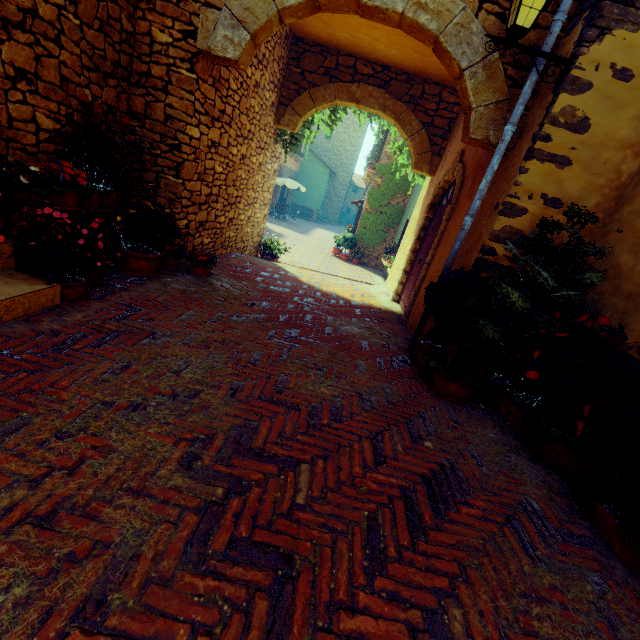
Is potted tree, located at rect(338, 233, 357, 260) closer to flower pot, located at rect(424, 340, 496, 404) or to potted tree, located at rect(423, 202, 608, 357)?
potted tree, located at rect(423, 202, 608, 357)

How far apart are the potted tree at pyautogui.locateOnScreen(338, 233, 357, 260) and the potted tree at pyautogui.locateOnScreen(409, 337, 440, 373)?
11.39m

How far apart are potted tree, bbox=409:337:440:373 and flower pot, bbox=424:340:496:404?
0.0m

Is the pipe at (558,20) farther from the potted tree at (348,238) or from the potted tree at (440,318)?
the potted tree at (348,238)

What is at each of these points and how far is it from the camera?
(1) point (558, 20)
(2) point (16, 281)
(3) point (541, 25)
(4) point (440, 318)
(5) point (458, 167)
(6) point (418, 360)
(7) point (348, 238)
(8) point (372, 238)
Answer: (1) pipe, 3.19m
(2) stair, 2.73m
(3) stone doorway, 3.51m
(4) potted tree, 3.76m
(5) stone doorway, 5.75m
(6) potted tree, 4.07m
(7) potted tree, 15.24m
(8) vines, 15.38m

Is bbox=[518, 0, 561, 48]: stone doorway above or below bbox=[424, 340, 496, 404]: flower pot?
above

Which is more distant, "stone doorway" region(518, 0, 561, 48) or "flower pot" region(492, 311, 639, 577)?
"stone doorway" region(518, 0, 561, 48)

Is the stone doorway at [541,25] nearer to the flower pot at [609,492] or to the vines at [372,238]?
the flower pot at [609,492]
